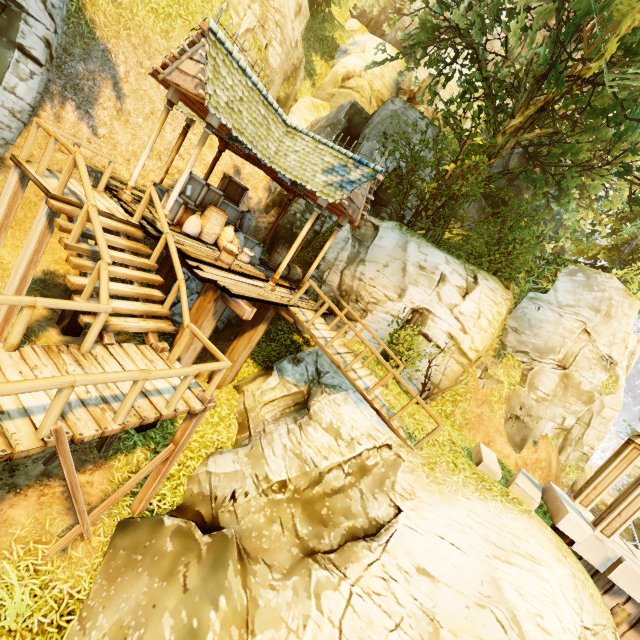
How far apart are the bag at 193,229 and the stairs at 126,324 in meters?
2.6

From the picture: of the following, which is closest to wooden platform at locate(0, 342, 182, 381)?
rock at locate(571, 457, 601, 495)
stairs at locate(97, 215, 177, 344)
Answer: stairs at locate(97, 215, 177, 344)

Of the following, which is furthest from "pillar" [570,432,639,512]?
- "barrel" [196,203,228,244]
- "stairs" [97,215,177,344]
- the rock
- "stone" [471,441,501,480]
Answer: "barrel" [196,203,228,244]

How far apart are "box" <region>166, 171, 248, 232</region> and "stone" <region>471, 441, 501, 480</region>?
10.17m

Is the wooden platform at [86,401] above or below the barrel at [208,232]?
below

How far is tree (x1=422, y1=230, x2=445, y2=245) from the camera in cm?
1341

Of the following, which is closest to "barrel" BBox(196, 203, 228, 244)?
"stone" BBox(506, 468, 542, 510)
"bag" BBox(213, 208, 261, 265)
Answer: "bag" BBox(213, 208, 261, 265)

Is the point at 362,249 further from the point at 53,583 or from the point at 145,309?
the point at 53,583
